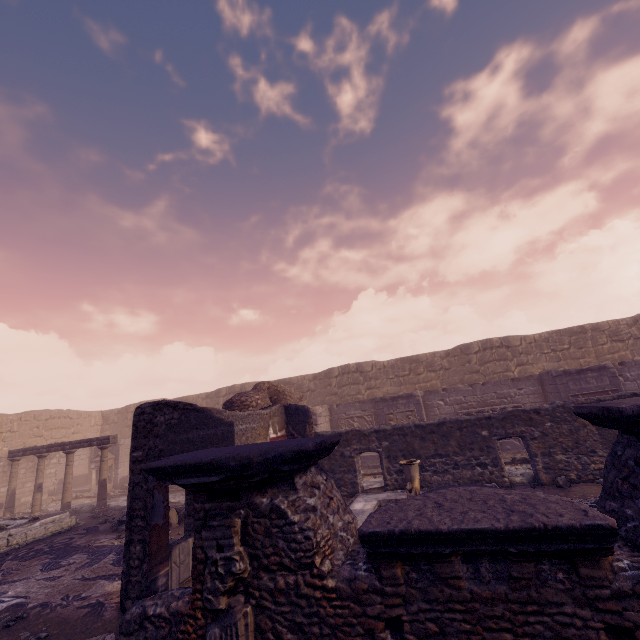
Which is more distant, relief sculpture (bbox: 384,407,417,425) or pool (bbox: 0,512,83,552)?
relief sculpture (bbox: 384,407,417,425)

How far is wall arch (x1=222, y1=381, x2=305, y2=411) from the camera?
10.6 meters

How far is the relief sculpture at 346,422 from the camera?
15.4 meters

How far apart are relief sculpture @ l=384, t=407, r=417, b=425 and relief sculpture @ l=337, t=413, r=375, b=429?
1.8m

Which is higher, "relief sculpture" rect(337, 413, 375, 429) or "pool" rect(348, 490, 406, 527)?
"relief sculpture" rect(337, 413, 375, 429)

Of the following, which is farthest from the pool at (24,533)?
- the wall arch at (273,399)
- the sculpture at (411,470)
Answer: the sculpture at (411,470)

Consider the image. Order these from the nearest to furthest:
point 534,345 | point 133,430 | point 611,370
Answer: point 133,430
point 611,370
point 534,345

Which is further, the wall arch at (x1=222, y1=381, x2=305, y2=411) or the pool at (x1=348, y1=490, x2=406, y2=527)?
the wall arch at (x1=222, y1=381, x2=305, y2=411)
